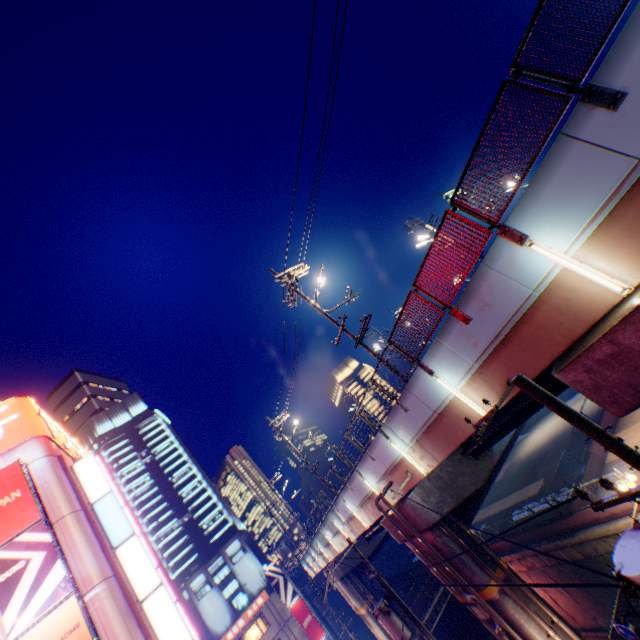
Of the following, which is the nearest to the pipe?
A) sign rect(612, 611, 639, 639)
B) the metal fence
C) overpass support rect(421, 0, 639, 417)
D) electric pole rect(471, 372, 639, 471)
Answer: overpass support rect(421, 0, 639, 417)

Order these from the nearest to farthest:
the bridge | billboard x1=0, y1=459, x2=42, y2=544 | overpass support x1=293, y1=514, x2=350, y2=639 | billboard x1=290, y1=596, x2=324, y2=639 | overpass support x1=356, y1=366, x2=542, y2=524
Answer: overpass support x1=356, y1=366, x2=542, y2=524
billboard x1=0, y1=459, x2=42, y2=544
overpass support x1=293, y1=514, x2=350, y2=639
the bridge
billboard x1=290, y1=596, x2=324, y2=639

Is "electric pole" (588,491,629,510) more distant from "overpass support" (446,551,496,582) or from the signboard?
the signboard

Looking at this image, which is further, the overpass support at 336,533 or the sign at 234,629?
the sign at 234,629

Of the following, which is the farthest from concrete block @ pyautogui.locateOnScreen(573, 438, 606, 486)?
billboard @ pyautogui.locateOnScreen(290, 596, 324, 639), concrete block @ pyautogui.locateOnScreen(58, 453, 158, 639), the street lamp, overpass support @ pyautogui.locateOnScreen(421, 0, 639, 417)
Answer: concrete block @ pyautogui.locateOnScreen(58, 453, 158, 639)

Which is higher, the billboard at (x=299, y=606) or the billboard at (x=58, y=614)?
the billboard at (x=58, y=614)

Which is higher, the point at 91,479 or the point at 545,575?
the point at 91,479

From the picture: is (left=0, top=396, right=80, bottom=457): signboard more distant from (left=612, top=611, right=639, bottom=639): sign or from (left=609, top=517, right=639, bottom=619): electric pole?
(left=612, top=611, right=639, bottom=639): sign
